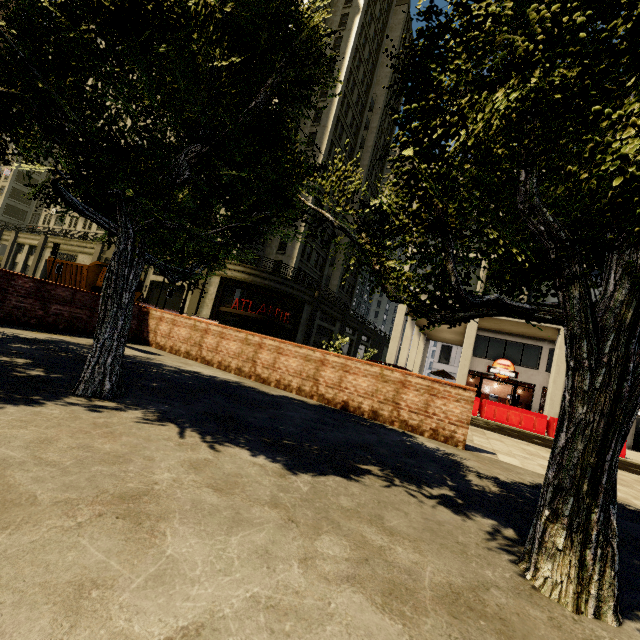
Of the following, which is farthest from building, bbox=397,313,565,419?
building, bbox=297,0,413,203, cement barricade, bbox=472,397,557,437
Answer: building, bbox=297,0,413,203

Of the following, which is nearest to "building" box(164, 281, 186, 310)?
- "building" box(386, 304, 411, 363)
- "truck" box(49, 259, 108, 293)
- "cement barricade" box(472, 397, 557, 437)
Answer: "truck" box(49, 259, 108, 293)

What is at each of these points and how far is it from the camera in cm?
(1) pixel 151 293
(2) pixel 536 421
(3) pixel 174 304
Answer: (1) building, 3203
(2) cement barricade, 1474
(3) building, 3048

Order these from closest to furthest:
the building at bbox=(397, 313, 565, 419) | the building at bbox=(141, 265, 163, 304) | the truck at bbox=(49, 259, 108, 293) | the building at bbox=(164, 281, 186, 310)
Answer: the building at bbox=(397, 313, 565, 419), the truck at bbox=(49, 259, 108, 293), the building at bbox=(164, 281, 186, 310), the building at bbox=(141, 265, 163, 304)

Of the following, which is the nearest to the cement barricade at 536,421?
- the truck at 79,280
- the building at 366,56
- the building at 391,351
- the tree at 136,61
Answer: the building at 391,351

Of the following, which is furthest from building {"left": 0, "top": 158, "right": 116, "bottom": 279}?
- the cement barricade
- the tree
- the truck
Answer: the cement barricade

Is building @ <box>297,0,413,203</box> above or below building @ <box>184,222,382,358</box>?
above

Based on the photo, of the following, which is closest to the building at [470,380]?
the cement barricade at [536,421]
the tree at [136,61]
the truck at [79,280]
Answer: the cement barricade at [536,421]
